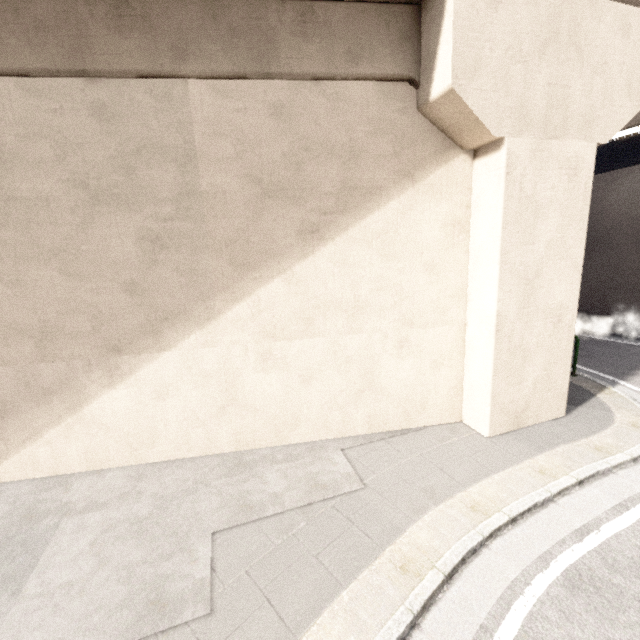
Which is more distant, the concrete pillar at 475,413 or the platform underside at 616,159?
the platform underside at 616,159

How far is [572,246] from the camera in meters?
5.6

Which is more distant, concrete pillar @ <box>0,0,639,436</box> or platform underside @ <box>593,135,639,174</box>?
platform underside @ <box>593,135,639,174</box>
